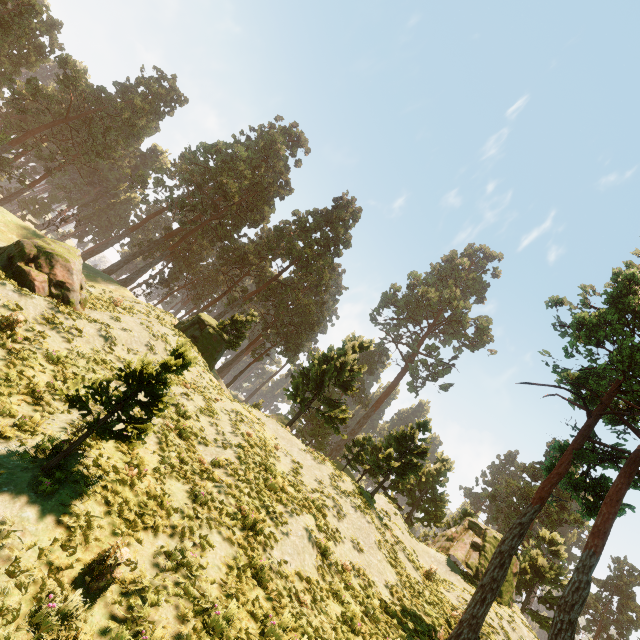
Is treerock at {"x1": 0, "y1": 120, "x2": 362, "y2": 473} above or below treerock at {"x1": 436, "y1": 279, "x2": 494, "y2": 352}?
below

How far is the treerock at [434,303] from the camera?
52.4m

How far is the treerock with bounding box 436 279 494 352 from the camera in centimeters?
5409cm

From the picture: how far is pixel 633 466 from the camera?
12.80m

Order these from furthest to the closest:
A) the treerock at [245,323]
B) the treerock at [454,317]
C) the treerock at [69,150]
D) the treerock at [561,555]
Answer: the treerock at [454,317]
the treerock at [69,150]
the treerock at [561,555]
the treerock at [245,323]

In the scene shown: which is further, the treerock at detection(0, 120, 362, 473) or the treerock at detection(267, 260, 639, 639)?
the treerock at detection(267, 260, 639, 639)
